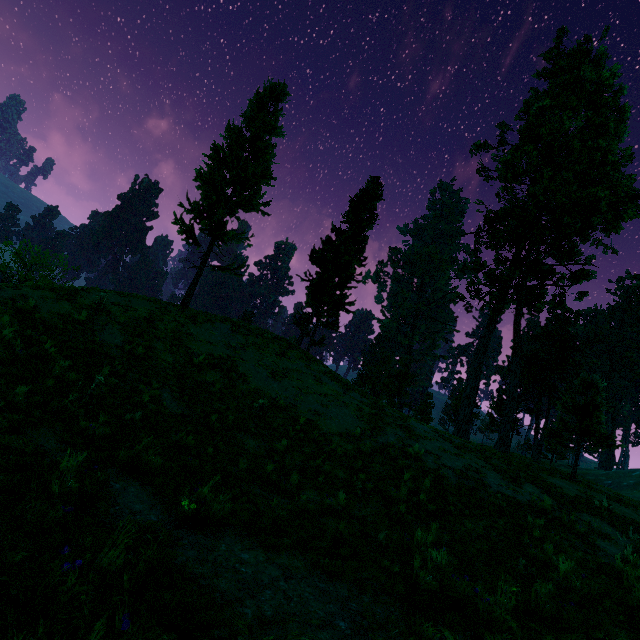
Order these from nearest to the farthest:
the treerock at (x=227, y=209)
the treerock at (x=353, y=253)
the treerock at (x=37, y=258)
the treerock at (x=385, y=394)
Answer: the treerock at (x=37, y=258)
the treerock at (x=227, y=209)
the treerock at (x=353, y=253)
the treerock at (x=385, y=394)

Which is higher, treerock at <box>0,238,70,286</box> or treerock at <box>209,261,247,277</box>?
treerock at <box>209,261,247,277</box>

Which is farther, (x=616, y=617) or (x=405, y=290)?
(x=405, y=290)

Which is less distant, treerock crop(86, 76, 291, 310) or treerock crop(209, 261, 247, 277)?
treerock crop(86, 76, 291, 310)

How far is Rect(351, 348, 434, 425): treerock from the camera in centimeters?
2986cm

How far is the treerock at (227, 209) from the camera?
18.6 meters
